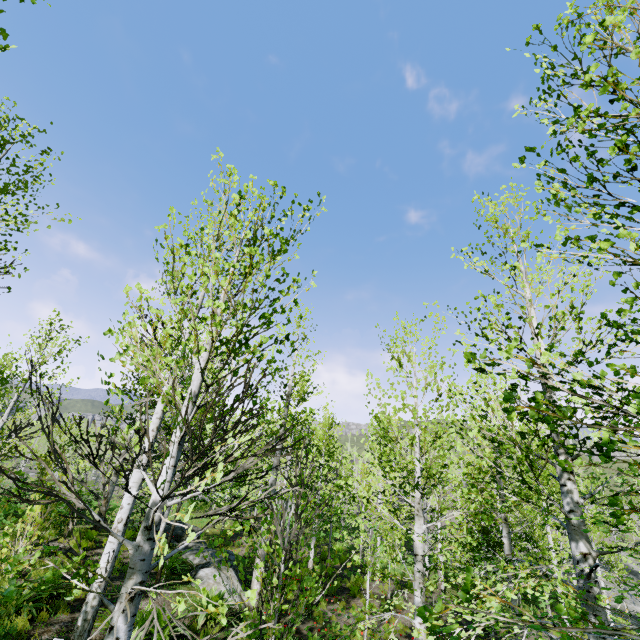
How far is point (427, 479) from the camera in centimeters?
621cm

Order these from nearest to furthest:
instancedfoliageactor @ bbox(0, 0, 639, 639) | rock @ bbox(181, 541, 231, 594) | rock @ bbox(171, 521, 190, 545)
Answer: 1. instancedfoliageactor @ bbox(0, 0, 639, 639)
2. rock @ bbox(181, 541, 231, 594)
3. rock @ bbox(171, 521, 190, 545)

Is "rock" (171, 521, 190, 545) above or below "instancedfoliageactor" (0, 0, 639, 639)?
below

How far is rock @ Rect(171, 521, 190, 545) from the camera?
15.3 meters

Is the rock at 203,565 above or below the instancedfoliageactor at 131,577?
below
